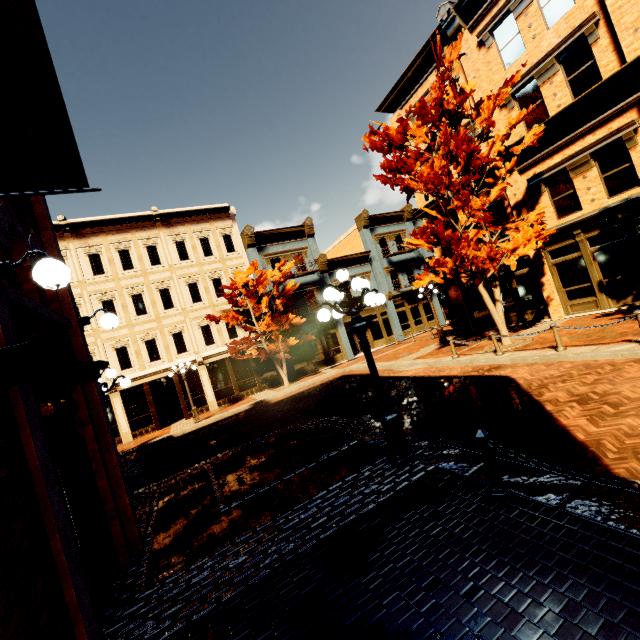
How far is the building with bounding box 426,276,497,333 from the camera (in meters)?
18.05

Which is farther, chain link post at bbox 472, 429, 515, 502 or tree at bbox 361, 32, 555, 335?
tree at bbox 361, 32, 555, 335

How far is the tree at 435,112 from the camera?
11.2 meters

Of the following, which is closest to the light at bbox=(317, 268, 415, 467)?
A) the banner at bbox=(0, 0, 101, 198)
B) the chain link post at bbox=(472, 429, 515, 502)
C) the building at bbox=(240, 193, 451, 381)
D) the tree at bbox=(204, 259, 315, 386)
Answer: the chain link post at bbox=(472, 429, 515, 502)

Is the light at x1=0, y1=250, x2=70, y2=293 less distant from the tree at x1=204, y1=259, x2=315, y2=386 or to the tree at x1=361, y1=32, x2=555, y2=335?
the tree at x1=361, y1=32, x2=555, y2=335

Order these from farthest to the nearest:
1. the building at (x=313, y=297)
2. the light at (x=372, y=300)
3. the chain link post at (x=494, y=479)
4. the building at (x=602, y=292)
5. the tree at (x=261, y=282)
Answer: the building at (x=313, y=297) < the tree at (x=261, y=282) < the building at (x=602, y=292) < the light at (x=372, y=300) < the chain link post at (x=494, y=479)

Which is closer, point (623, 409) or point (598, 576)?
point (598, 576)

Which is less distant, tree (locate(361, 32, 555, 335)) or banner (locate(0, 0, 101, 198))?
banner (locate(0, 0, 101, 198))
